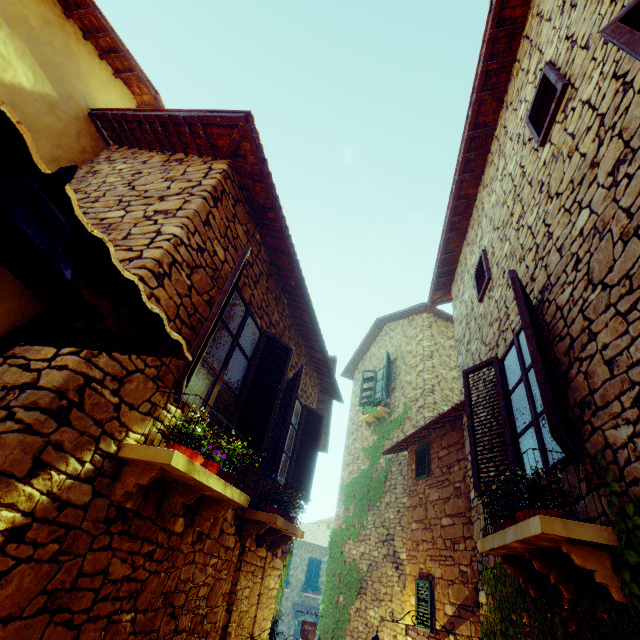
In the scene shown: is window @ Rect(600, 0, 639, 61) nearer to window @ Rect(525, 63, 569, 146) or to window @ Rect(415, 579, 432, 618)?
window @ Rect(525, 63, 569, 146)

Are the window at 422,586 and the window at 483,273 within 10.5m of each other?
yes

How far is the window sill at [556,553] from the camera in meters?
2.0 m

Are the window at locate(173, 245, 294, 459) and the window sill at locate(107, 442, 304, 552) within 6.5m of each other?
yes

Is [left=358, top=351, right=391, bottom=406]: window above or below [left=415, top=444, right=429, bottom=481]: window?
above

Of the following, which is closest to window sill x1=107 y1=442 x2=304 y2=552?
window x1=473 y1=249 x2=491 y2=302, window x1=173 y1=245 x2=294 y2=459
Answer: window x1=173 y1=245 x2=294 y2=459

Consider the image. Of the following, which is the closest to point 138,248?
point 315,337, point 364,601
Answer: point 315,337

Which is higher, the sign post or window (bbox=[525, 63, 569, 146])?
window (bbox=[525, 63, 569, 146])
